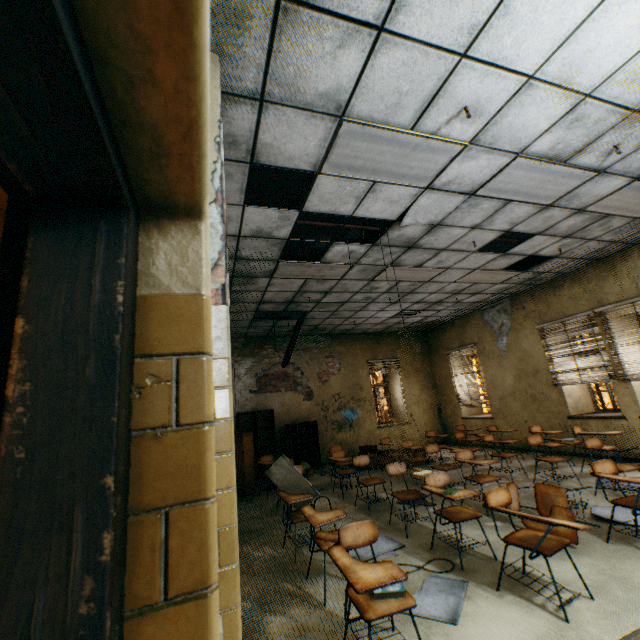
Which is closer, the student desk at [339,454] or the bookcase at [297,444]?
the student desk at [339,454]

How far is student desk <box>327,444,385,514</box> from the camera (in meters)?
5.24

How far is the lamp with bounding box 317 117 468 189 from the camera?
2.9m

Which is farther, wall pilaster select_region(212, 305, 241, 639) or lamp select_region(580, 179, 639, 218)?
lamp select_region(580, 179, 639, 218)

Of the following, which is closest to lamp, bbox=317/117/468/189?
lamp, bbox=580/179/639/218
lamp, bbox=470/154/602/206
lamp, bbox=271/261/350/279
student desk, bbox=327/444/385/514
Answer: lamp, bbox=470/154/602/206

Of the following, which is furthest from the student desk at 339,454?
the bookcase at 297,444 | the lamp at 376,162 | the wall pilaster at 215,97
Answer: the lamp at 376,162

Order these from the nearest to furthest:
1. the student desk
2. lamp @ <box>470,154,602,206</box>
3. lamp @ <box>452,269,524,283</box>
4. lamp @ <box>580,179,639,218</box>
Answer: lamp @ <box>470,154,602,206</box>
lamp @ <box>580,179,639,218</box>
the student desk
lamp @ <box>452,269,524,283</box>

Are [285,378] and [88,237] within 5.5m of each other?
no
